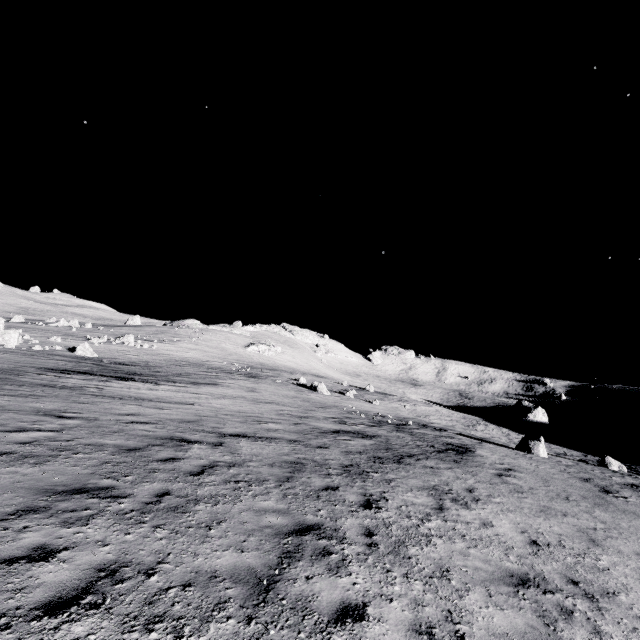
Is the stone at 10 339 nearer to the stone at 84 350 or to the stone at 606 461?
the stone at 84 350

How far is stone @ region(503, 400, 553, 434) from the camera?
42.1 meters

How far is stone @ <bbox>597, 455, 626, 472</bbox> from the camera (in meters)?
22.11

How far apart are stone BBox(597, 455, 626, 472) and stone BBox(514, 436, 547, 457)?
4.76m

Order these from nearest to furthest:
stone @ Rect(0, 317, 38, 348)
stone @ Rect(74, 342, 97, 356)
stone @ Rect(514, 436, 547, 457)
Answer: stone @ Rect(514, 436, 547, 457), stone @ Rect(0, 317, 38, 348), stone @ Rect(74, 342, 97, 356)

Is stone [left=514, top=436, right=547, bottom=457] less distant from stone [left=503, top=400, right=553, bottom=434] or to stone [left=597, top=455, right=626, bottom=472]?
stone [left=597, top=455, right=626, bottom=472]

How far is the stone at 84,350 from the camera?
29.56m

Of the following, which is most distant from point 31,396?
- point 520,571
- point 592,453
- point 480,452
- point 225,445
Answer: point 592,453
